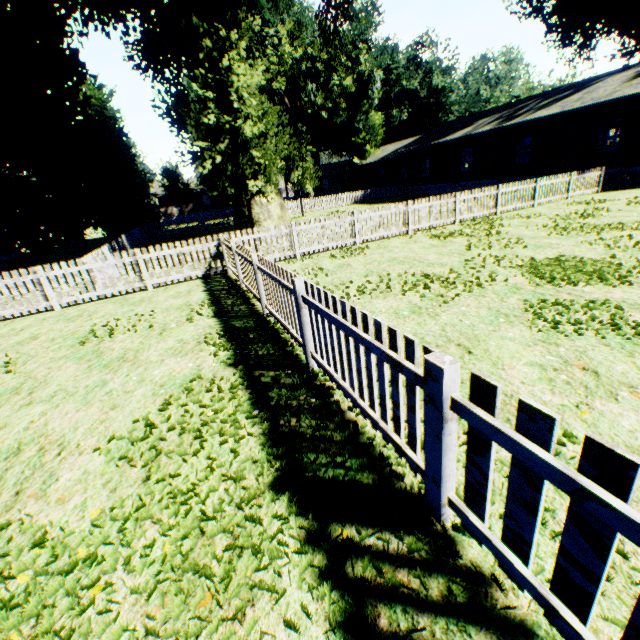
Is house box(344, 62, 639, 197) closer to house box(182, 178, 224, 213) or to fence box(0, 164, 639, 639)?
fence box(0, 164, 639, 639)

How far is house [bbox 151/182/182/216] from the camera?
52.4 meters

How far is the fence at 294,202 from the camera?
32.78m

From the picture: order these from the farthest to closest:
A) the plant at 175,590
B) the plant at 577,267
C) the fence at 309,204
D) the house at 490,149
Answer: the fence at 309,204
the house at 490,149
the plant at 577,267
the plant at 175,590

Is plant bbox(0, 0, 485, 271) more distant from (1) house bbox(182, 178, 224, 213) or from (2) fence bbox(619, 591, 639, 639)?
(1) house bbox(182, 178, 224, 213)

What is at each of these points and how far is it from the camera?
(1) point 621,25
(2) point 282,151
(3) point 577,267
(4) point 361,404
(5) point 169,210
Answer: (1) plant, 23.48m
(2) plant, 51.00m
(3) plant, 6.72m
(4) fence, 3.14m
(5) house, 53.94m

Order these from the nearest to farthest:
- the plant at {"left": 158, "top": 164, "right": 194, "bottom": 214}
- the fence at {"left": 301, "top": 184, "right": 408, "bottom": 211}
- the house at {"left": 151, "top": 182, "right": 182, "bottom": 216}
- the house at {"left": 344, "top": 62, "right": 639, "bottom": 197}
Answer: the house at {"left": 344, "top": 62, "right": 639, "bottom": 197}, the fence at {"left": 301, "top": 184, "right": 408, "bottom": 211}, the plant at {"left": 158, "top": 164, "right": 194, "bottom": 214}, the house at {"left": 151, "top": 182, "right": 182, "bottom": 216}
